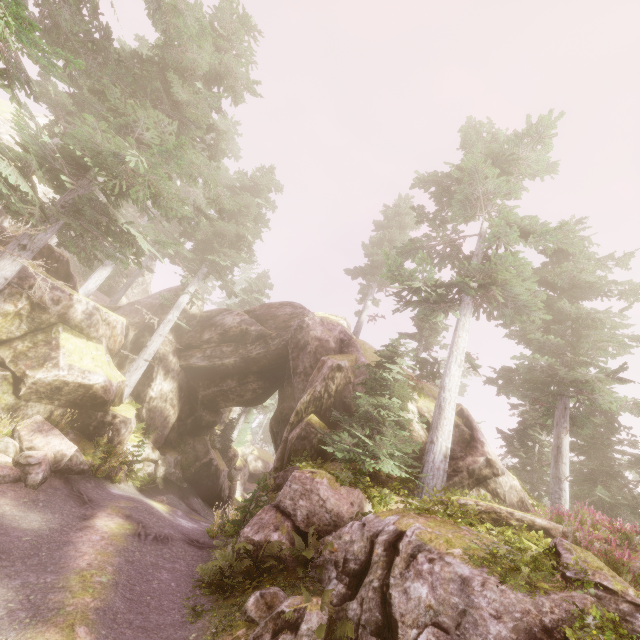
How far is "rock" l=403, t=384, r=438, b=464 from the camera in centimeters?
1466cm

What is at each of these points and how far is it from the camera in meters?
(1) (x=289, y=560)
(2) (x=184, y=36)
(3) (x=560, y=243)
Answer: (1) rock, 8.9
(2) instancedfoliageactor, 13.9
(3) instancedfoliageactor, 18.5

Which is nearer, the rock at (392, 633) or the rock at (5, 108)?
the rock at (392, 633)

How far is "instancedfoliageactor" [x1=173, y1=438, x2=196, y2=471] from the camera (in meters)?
22.51

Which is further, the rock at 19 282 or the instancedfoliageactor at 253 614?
the rock at 19 282

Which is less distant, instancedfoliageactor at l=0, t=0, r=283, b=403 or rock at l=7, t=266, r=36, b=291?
instancedfoliageactor at l=0, t=0, r=283, b=403
